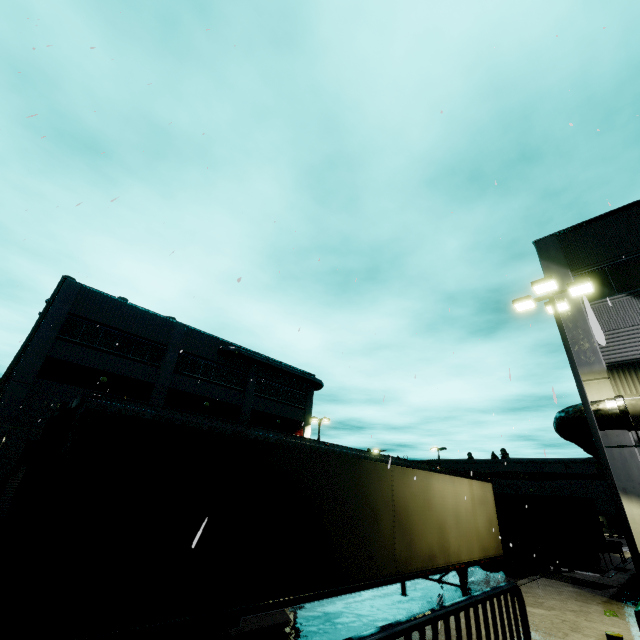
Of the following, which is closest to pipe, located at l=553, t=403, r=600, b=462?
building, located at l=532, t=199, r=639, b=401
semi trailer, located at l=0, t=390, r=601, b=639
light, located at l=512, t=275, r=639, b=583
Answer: building, located at l=532, t=199, r=639, b=401

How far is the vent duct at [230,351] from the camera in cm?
2967

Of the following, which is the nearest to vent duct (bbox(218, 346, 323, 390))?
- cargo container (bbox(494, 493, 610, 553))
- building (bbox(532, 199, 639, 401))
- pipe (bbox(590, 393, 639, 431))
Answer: building (bbox(532, 199, 639, 401))

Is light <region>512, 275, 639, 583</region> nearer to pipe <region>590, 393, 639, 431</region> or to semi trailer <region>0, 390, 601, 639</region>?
semi trailer <region>0, 390, 601, 639</region>

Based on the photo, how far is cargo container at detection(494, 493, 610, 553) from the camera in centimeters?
1436cm

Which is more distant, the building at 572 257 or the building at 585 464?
the building at 585 464

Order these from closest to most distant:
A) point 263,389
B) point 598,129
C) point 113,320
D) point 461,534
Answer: point 598,129 < point 461,534 < point 113,320 < point 263,389

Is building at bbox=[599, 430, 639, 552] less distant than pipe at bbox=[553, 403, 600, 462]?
Yes
